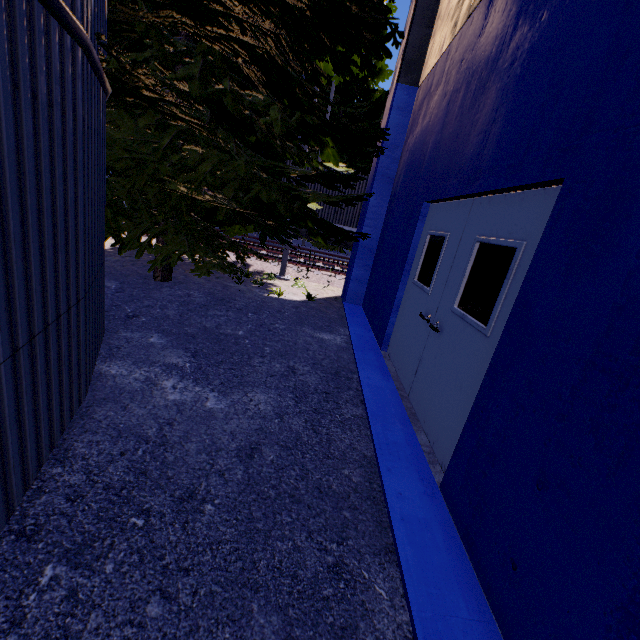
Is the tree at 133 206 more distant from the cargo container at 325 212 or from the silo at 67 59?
the cargo container at 325 212

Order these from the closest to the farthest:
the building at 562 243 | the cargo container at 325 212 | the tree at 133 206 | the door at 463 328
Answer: the building at 562 243 → the door at 463 328 → the tree at 133 206 → the cargo container at 325 212

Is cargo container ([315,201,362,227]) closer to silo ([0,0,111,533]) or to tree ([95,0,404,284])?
tree ([95,0,404,284])

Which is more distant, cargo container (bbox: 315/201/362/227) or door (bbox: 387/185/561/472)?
cargo container (bbox: 315/201/362/227)

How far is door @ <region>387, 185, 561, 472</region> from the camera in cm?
252

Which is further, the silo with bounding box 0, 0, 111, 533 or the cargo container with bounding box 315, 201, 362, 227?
the cargo container with bounding box 315, 201, 362, 227

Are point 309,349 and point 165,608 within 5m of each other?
yes

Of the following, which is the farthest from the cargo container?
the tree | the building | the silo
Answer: the silo
